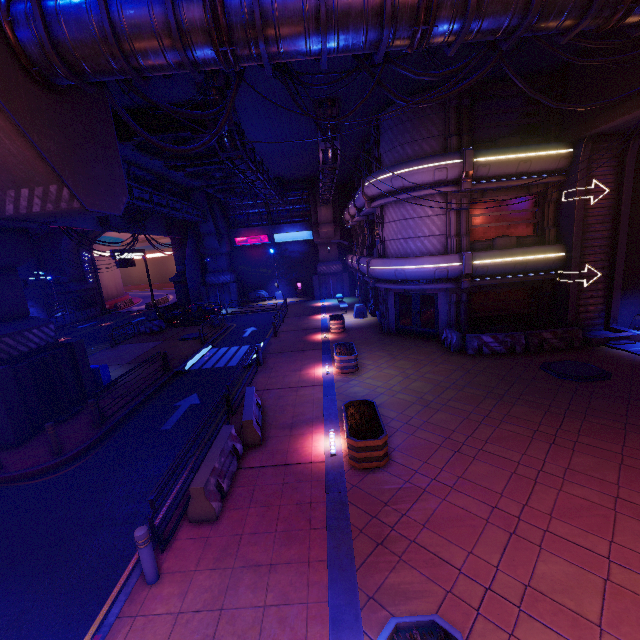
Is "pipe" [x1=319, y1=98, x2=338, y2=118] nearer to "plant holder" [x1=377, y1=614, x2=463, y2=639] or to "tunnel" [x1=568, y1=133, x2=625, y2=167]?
"tunnel" [x1=568, y1=133, x2=625, y2=167]

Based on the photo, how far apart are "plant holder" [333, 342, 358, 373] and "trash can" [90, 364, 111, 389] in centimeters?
1071cm

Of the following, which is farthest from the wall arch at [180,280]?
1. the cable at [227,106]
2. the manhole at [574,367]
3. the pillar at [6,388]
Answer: the manhole at [574,367]

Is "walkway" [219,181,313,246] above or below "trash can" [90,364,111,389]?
above

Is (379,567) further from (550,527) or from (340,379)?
(340,379)

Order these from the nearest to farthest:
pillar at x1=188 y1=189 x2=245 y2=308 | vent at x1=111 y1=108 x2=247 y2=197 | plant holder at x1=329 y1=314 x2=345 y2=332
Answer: vent at x1=111 y1=108 x2=247 y2=197 → plant holder at x1=329 y1=314 x2=345 y2=332 → pillar at x1=188 y1=189 x2=245 y2=308

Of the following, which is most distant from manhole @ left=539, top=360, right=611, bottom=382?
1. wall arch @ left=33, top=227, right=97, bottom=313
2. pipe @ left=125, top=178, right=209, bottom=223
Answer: wall arch @ left=33, top=227, right=97, bottom=313

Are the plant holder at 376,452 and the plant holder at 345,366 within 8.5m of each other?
yes
